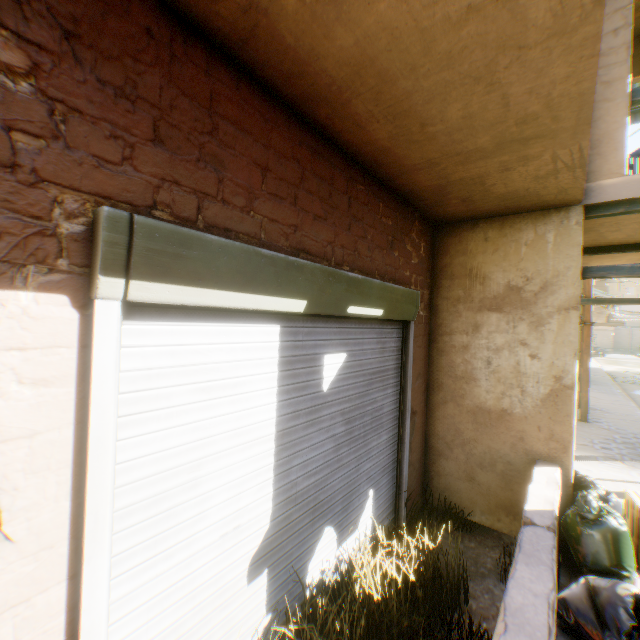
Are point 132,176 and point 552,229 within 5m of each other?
yes

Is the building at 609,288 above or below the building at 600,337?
above

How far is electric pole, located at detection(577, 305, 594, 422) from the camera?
8.6 meters

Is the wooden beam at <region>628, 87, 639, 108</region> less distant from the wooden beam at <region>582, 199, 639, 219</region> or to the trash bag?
the wooden beam at <region>582, 199, 639, 219</region>

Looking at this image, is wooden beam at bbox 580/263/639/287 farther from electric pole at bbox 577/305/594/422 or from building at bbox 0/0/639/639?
electric pole at bbox 577/305/594/422

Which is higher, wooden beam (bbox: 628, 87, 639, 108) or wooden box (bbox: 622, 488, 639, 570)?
wooden beam (bbox: 628, 87, 639, 108)

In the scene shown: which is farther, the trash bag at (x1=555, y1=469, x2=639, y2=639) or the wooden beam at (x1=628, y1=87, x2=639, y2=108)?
the wooden beam at (x1=628, y1=87, x2=639, y2=108)

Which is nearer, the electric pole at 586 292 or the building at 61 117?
the building at 61 117
